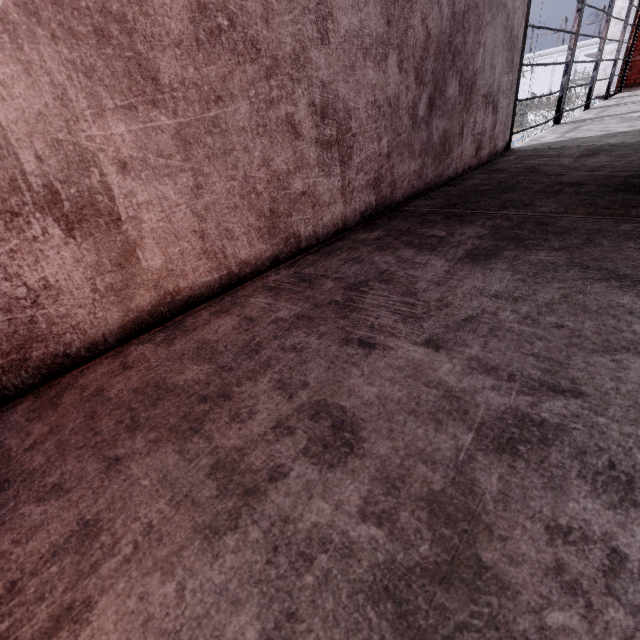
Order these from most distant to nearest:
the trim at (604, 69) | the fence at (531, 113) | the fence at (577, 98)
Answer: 1. the fence at (531, 113)
2. the fence at (577, 98)
3. the trim at (604, 69)

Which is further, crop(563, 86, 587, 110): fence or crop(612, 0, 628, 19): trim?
crop(563, 86, 587, 110): fence

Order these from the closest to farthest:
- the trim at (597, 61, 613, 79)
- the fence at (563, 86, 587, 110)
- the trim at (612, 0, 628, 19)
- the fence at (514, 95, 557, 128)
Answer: the trim at (612, 0, 628, 19)
the trim at (597, 61, 613, 79)
the fence at (563, 86, 587, 110)
the fence at (514, 95, 557, 128)

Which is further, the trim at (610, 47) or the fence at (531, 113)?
the fence at (531, 113)

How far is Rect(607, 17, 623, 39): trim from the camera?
7.1m

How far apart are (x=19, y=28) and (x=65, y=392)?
0.8m
